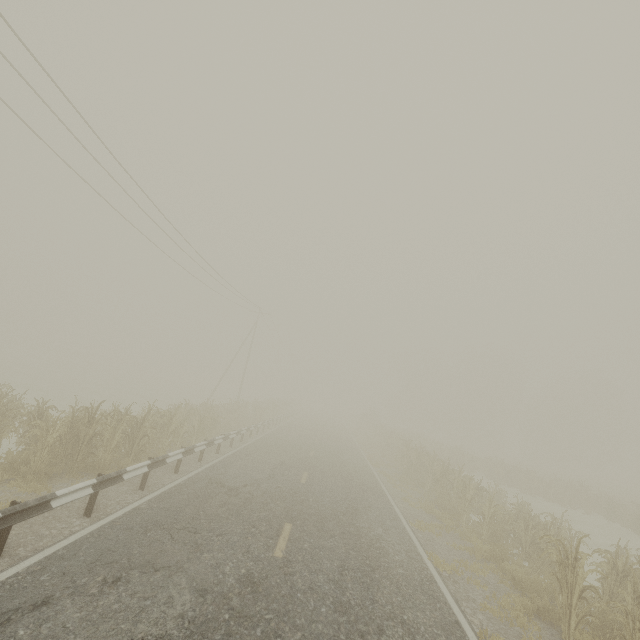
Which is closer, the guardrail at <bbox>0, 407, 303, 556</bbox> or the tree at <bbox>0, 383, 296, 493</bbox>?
the guardrail at <bbox>0, 407, 303, 556</bbox>

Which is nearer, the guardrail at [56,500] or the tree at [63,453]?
the guardrail at [56,500]

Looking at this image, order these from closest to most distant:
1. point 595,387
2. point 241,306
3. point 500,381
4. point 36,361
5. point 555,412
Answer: point 241,306 < point 36,361 < point 555,412 < point 595,387 < point 500,381
